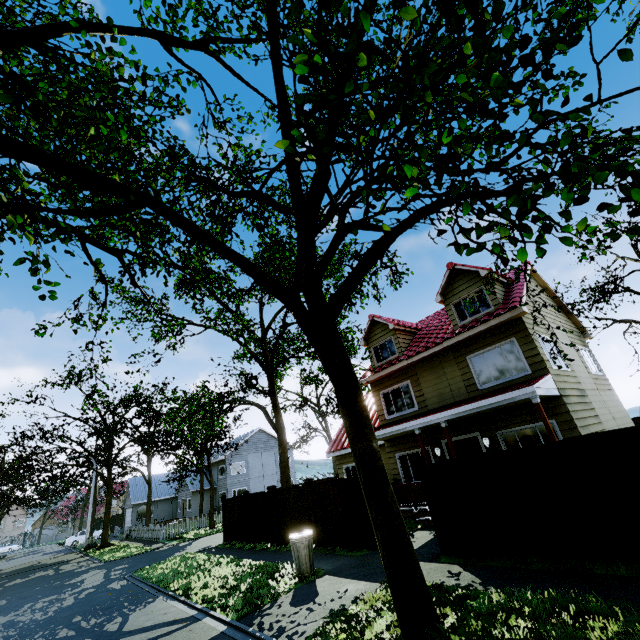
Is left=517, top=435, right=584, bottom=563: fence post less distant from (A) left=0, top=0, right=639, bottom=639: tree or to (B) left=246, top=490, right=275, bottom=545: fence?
(B) left=246, top=490, right=275, bottom=545: fence

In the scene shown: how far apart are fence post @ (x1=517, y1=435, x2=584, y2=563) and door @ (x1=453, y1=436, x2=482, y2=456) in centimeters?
590cm

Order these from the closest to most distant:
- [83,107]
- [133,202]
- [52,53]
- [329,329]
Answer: [83,107] → [133,202] → [329,329] → [52,53]

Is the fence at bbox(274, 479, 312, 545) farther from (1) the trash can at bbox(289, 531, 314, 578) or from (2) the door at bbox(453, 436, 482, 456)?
(2) the door at bbox(453, 436, 482, 456)

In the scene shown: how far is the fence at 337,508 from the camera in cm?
1024

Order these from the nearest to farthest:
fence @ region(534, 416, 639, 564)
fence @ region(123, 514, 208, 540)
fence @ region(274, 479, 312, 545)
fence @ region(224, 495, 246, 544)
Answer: fence @ region(534, 416, 639, 564) → fence @ region(274, 479, 312, 545) → fence @ region(224, 495, 246, 544) → fence @ region(123, 514, 208, 540)

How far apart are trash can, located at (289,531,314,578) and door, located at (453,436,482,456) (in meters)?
6.88
